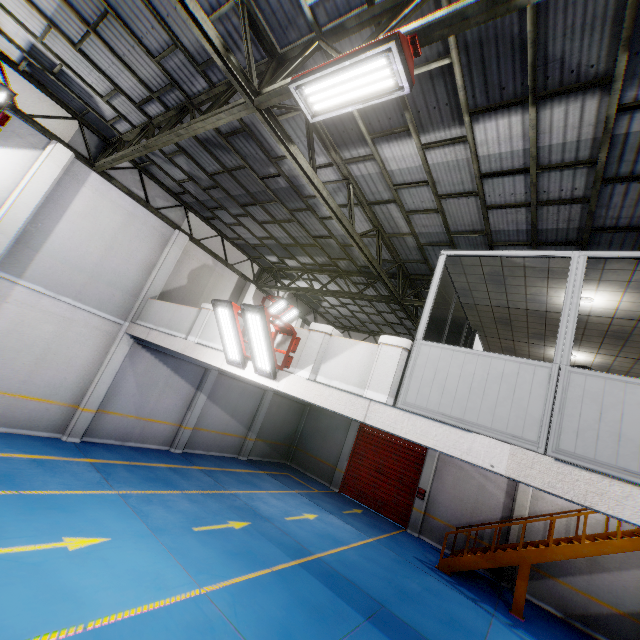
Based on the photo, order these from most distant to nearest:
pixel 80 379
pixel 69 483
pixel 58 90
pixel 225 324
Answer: pixel 80 379 → pixel 58 90 → pixel 69 483 → pixel 225 324

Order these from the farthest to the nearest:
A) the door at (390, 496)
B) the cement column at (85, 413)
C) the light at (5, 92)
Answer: the door at (390, 496)
the cement column at (85, 413)
the light at (5, 92)

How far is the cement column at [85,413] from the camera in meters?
10.5

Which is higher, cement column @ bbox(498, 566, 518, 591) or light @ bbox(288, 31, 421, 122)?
light @ bbox(288, 31, 421, 122)

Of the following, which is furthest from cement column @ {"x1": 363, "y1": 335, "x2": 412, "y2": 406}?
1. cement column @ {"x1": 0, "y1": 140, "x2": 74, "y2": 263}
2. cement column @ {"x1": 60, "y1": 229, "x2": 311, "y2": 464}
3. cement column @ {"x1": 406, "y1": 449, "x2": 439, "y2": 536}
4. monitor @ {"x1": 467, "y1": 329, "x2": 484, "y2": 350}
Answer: cement column @ {"x1": 406, "y1": 449, "x2": 439, "y2": 536}

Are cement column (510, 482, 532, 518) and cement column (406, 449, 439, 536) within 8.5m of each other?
yes

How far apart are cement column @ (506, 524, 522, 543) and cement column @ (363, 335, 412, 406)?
11.7 meters

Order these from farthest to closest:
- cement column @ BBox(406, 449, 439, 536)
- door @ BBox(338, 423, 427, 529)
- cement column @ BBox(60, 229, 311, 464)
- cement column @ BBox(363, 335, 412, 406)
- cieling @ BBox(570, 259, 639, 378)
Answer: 1. door @ BBox(338, 423, 427, 529)
2. cement column @ BBox(406, 449, 439, 536)
3. cement column @ BBox(60, 229, 311, 464)
4. cement column @ BBox(363, 335, 412, 406)
5. cieling @ BBox(570, 259, 639, 378)
